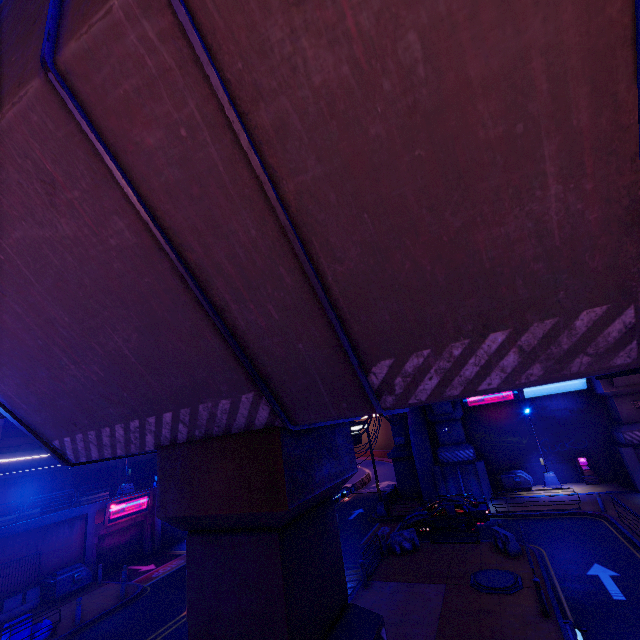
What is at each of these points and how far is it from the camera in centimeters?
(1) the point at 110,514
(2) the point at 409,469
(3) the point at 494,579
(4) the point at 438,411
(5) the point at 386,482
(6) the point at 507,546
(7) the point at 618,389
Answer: (1) sign, 2350cm
(2) wall arch, 2983cm
(3) manhole, 1362cm
(4) pillar, 2797cm
(5) tunnel, 3862cm
(6) fence, 1573cm
(7) pillar, 2323cm

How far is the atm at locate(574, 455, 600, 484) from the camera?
24.4 meters

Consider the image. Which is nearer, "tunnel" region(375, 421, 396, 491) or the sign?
the sign

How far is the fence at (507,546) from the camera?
15.6 meters

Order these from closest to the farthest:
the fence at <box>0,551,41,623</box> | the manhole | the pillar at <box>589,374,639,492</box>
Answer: the manhole
the fence at <box>0,551,41,623</box>
the pillar at <box>589,374,639,492</box>

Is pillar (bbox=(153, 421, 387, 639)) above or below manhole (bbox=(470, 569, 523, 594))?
above

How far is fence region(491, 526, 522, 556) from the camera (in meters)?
15.56

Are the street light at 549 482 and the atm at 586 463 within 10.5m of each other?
yes
